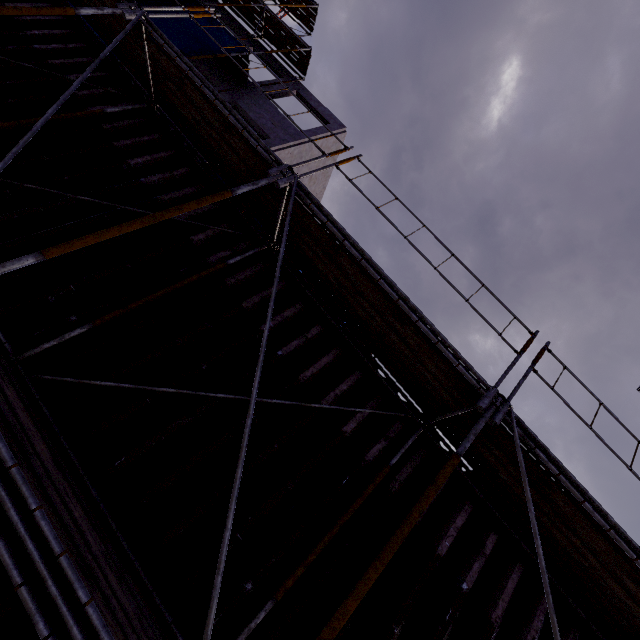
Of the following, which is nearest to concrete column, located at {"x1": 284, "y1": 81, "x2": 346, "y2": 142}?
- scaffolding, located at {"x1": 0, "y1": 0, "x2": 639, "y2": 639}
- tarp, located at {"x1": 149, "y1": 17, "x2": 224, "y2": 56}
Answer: tarp, located at {"x1": 149, "y1": 17, "x2": 224, "y2": 56}

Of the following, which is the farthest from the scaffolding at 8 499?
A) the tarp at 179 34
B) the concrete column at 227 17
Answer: the concrete column at 227 17

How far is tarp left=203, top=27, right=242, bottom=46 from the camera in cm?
1448

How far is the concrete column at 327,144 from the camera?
16.7m

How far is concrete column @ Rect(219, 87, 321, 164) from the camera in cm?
1531

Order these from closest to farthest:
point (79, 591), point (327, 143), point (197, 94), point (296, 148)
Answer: point (79, 591), point (197, 94), point (296, 148), point (327, 143)
